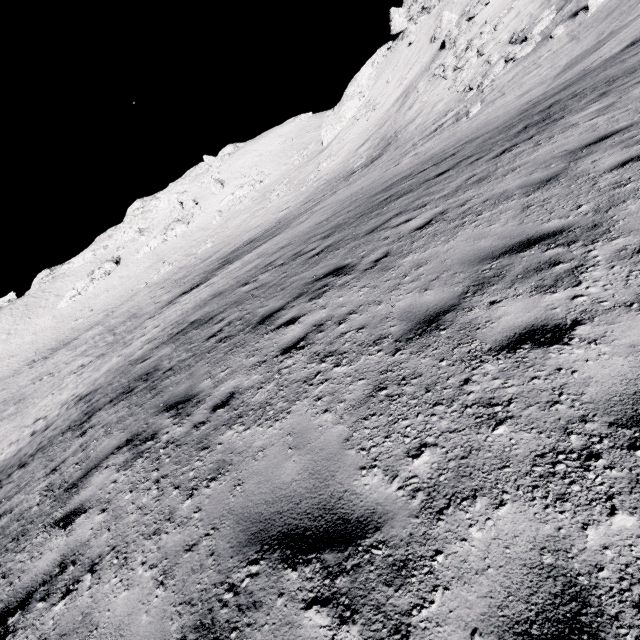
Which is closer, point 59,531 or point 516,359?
point 516,359

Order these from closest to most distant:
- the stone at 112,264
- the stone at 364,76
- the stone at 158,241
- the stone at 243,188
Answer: the stone at 364,76 < the stone at 243,188 < the stone at 112,264 < the stone at 158,241

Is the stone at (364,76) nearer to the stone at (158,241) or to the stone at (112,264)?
the stone at (158,241)

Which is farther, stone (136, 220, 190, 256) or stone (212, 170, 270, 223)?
stone (136, 220, 190, 256)

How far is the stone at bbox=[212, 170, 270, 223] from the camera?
54.1m

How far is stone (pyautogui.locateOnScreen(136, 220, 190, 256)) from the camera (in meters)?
58.38

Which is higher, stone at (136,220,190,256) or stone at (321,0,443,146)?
stone at (321,0,443,146)

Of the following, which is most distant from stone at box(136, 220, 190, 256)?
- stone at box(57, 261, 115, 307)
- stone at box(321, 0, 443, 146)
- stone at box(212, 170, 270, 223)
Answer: stone at box(321, 0, 443, 146)
